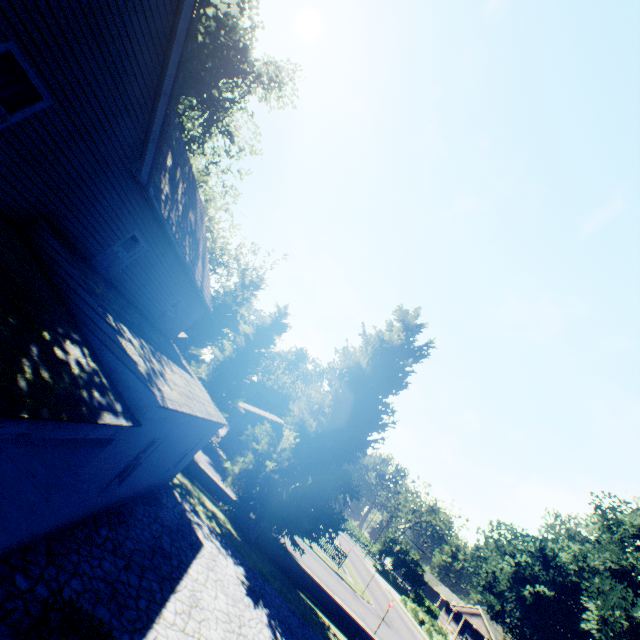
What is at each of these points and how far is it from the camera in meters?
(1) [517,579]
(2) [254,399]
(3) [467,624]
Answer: (1) plant, 30.0 m
(2) house, 47.1 m
(3) house, 50.0 m

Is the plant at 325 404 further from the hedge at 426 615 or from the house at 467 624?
the hedge at 426 615

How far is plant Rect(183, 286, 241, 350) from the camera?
27.0m

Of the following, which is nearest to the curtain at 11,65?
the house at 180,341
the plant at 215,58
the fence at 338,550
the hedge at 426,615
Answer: the plant at 215,58

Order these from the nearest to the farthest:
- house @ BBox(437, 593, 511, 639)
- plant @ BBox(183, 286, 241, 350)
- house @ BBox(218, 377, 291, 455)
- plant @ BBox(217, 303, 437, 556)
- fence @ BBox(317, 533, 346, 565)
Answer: plant @ BBox(217, 303, 437, 556) < plant @ BBox(183, 286, 241, 350) < fence @ BBox(317, 533, 346, 565) < house @ BBox(218, 377, 291, 455) < house @ BBox(437, 593, 511, 639)

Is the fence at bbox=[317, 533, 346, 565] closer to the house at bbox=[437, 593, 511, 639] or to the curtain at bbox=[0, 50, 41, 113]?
the house at bbox=[437, 593, 511, 639]
